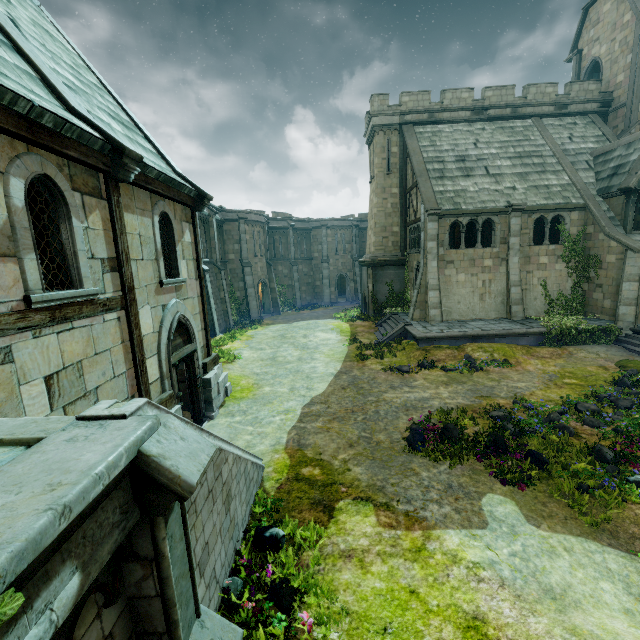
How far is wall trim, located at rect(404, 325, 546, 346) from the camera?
16.7m

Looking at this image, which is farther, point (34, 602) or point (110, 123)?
point (110, 123)

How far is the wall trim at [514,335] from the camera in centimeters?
1666cm

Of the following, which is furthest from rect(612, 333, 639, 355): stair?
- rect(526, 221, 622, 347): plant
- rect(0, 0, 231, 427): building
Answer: rect(0, 0, 231, 427): building

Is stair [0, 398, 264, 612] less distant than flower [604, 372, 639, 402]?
Yes

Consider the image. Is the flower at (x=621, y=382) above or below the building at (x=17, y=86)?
below

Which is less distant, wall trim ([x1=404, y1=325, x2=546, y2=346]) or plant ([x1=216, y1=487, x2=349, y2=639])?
plant ([x1=216, y1=487, x2=349, y2=639])

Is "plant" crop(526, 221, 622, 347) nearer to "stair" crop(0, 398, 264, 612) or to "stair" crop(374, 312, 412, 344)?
"stair" crop(374, 312, 412, 344)
